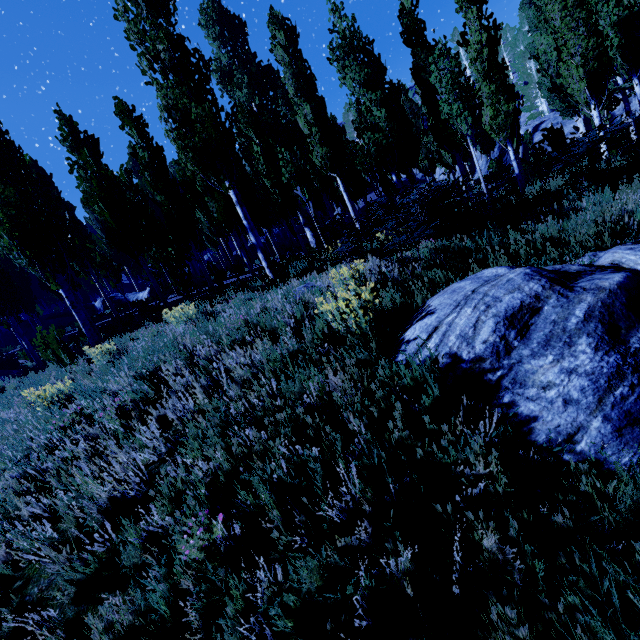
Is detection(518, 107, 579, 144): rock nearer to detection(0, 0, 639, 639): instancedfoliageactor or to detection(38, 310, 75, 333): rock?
detection(0, 0, 639, 639): instancedfoliageactor

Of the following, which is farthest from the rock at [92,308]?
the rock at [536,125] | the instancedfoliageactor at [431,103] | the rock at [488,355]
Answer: the rock at [536,125]

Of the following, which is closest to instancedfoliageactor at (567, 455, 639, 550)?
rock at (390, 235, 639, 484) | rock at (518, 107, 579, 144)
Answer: rock at (518, 107, 579, 144)

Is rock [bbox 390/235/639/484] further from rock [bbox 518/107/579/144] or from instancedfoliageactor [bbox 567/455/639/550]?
rock [bbox 518/107/579/144]

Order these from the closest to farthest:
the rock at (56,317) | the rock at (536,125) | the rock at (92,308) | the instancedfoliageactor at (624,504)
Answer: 1. the instancedfoliageactor at (624,504)
2. the rock at (92,308)
3. the rock at (56,317)
4. the rock at (536,125)

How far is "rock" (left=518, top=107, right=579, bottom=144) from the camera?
31.0 meters

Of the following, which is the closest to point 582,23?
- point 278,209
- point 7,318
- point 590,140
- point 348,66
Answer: point 590,140
